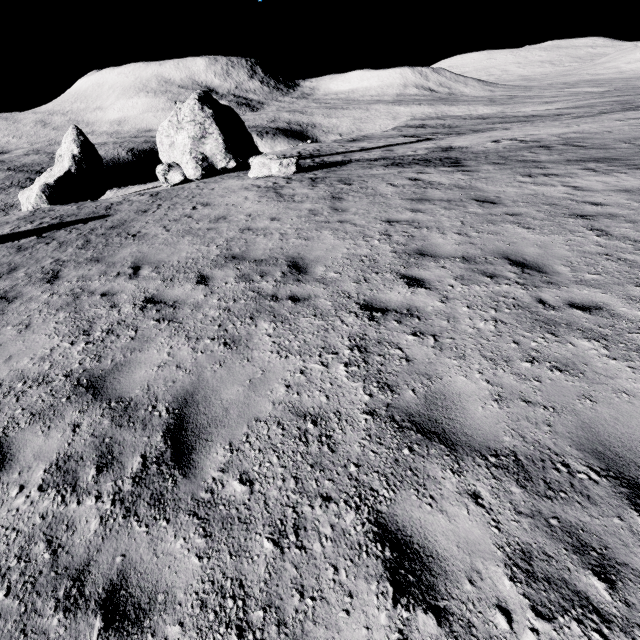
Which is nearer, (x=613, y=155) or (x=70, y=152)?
(x=613, y=155)

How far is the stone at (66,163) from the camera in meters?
25.0 m

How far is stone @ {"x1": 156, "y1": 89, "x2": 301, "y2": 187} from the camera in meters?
18.3

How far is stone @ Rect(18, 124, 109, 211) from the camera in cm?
2502

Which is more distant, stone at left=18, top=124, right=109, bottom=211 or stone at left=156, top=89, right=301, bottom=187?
stone at left=18, top=124, right=109, bottom=211

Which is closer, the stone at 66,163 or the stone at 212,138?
the stone at 212,138
